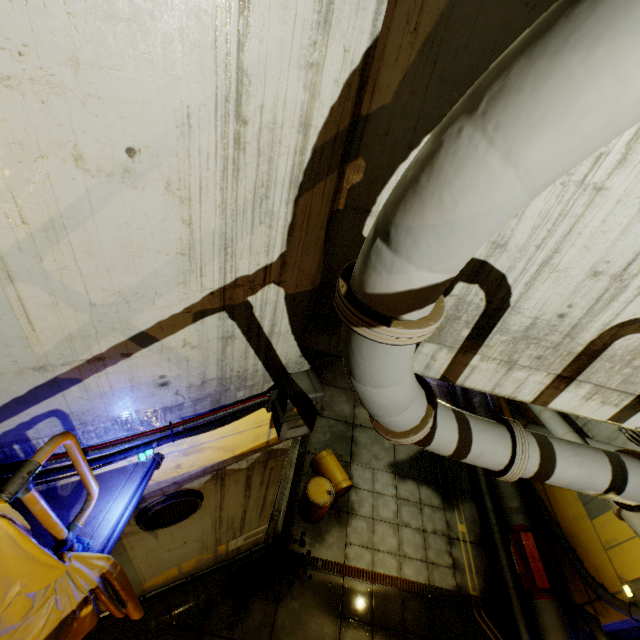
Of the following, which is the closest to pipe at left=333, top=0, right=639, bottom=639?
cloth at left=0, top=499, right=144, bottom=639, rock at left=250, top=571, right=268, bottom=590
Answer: cloth at left=0, top=499, right=144, bottom=639

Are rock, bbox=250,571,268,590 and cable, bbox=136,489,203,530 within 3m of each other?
no

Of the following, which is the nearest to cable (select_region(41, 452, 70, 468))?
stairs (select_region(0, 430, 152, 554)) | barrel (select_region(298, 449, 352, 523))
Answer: stairs (select_region(0, 430, 152, 554))

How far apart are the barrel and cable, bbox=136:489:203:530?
4.1m

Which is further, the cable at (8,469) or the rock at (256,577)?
the rock at (256,577)

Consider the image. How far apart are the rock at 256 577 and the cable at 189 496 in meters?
4.2

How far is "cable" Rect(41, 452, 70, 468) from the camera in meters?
2.8 m

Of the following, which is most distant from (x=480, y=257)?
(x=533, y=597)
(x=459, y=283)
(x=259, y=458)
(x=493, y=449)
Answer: (x=533, y=597)
